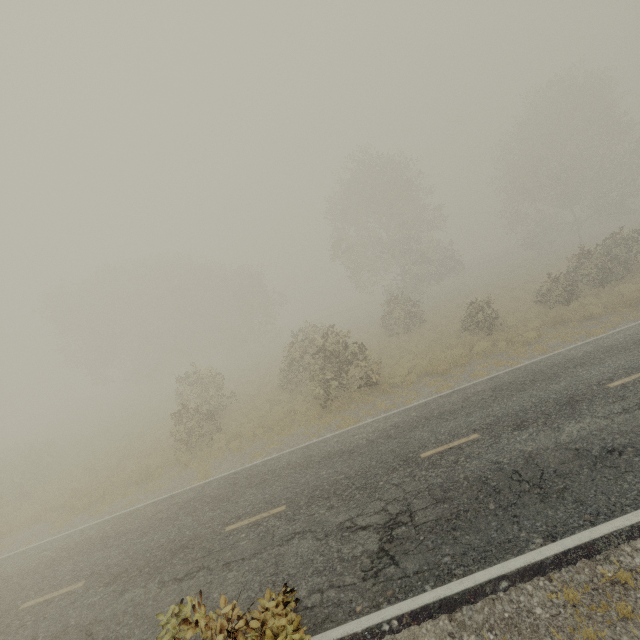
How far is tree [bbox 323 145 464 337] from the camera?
30.9m

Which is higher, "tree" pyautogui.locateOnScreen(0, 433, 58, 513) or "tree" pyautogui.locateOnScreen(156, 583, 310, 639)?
"tree" pyautogui.locateOnScreen(156, 583, 310, 639)

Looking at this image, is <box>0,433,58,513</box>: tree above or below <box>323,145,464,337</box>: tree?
below

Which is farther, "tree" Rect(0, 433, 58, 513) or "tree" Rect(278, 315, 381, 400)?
"tree" Rect(0, 433, 58, 513)

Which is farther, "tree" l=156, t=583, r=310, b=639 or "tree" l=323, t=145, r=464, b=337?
"tree" l=323, t=145, r=464, b=337

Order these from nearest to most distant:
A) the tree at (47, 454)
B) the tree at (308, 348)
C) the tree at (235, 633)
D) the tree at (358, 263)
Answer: the tree at (235, 633), the tree at (308, 348), the tree at (47, 454), the tree at (358, 263)

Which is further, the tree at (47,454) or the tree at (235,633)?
the tree at (47,454)

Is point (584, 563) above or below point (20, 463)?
below
